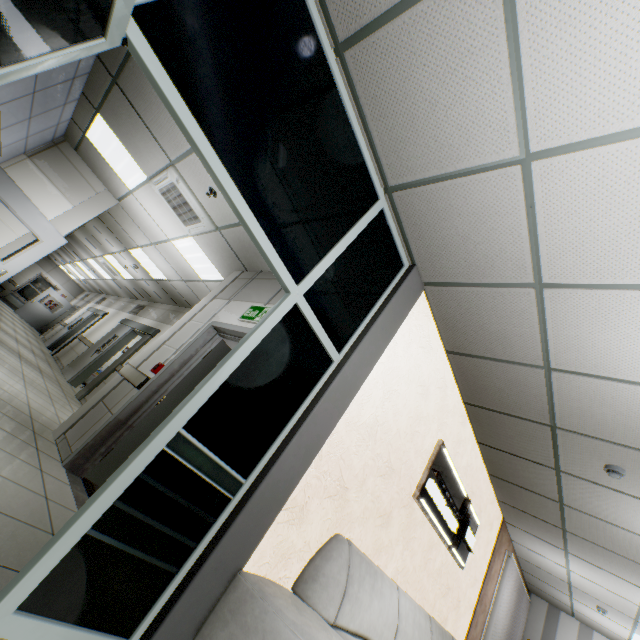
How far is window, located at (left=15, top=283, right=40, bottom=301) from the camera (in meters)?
18.78

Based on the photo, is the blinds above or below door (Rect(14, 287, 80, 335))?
above

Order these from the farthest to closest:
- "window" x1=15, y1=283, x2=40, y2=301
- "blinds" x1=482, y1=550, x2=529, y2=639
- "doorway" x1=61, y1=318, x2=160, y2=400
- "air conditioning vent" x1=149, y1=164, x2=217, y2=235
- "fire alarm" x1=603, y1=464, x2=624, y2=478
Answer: "window" x1=15, y1=283, x2=40, y2=301
"doorway" x1=61, y1=318, x2=160, y2=400
"blinds" x1=482, y1=550, x2=529, y2=639
"air conditioning vent" x1=149, y1=164, x2=217, y2=235
"fire alarm" x1=603, y1=464, x2=624, y2=478

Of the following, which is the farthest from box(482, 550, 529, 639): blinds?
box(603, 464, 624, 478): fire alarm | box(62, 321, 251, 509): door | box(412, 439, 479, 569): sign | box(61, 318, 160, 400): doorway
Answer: box(61, 318, 160, 400): doorway

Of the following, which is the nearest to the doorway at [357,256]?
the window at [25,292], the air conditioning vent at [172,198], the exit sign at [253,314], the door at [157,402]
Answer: the door at [157,402]

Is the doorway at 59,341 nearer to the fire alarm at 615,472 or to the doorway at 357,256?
the doorway at 357,256

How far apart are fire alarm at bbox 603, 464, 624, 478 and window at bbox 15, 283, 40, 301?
25.76m

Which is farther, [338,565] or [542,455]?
[542,455]
